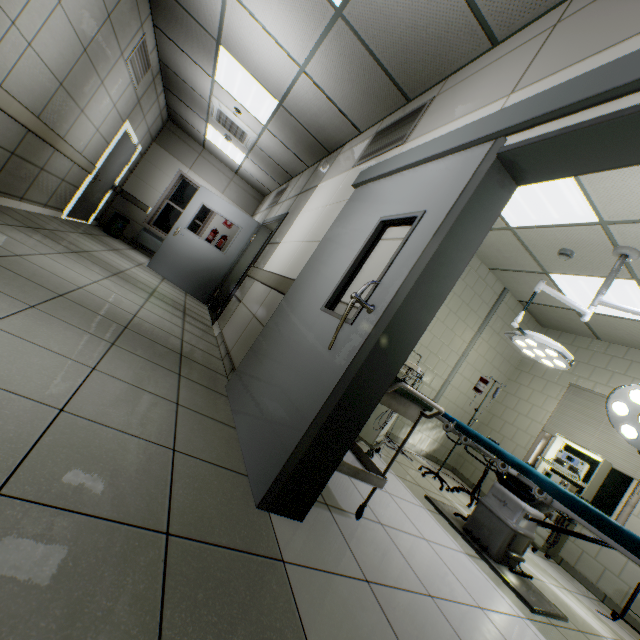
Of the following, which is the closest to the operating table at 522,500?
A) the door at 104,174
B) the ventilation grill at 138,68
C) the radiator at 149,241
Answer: the ventilation grill at 138,68

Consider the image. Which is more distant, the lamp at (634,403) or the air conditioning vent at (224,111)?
the air conditioning vent at (224,111)

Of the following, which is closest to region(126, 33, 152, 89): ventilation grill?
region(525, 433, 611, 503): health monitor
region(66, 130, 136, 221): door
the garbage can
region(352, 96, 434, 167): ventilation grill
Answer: region(66, 130, 136, 221): door

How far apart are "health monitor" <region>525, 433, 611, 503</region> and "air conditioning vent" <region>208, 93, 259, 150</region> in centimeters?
694cm

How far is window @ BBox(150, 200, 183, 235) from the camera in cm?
874

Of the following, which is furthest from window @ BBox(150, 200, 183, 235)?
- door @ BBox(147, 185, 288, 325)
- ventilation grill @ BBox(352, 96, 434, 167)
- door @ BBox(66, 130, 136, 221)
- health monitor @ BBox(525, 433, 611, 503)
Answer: health monitor @ BBox(525, 433, 611, 503)

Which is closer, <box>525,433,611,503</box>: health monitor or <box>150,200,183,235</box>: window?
<box>525,433,611,503</box>: health monitor

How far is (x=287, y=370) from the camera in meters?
2.0
